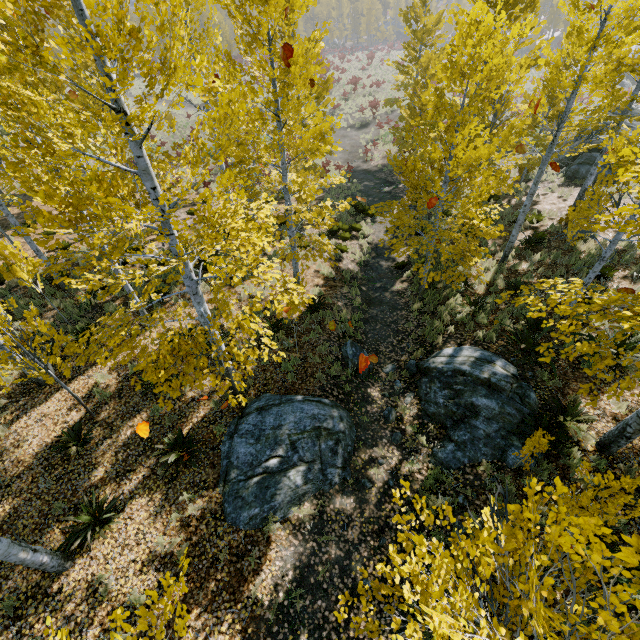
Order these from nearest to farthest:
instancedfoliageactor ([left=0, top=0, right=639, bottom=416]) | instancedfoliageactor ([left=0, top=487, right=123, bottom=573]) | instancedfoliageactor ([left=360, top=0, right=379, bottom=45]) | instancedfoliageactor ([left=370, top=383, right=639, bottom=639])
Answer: instancedfoliageactor ([left=370, top=383, right=639, bottom=639]) → instancedfoliageactor ([left=0, top=0, right=639, bottom=416]) → instancedfoliageactor ([left=0, top=487, right=123, bottom=573]) → instancedfoliageactor ([left=360, top=0, right=379, bottom=45])

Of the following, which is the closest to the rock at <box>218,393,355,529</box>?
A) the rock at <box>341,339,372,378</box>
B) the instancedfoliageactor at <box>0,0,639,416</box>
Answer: the instancedfoliageactor at <box>0,0,639,416</box>

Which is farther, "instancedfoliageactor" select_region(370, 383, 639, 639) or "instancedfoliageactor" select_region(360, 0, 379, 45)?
"instancedfoliageactor" select_region(360, 0, 379, 45)

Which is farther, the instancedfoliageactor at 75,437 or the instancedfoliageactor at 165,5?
the instancedfoliageactor at 75,437

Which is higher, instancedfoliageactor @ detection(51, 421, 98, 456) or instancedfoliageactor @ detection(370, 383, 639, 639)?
instancedfoliageactor @ detection(370, 383, 639, 639)

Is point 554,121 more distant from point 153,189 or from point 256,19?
point 153,189

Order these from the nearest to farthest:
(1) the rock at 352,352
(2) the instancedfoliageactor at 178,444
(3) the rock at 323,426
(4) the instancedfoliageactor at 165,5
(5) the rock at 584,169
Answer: (4) the instancedfoliageactor at 165,5, (3) the rock at 323,426, (2) the instancedfoliageactor at 178,444, (1) the rock at 352,352, (5) the rock at 584,169

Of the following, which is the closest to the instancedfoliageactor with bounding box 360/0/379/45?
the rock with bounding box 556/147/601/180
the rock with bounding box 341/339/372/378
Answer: the rock with bounding box 341/339/372/378
